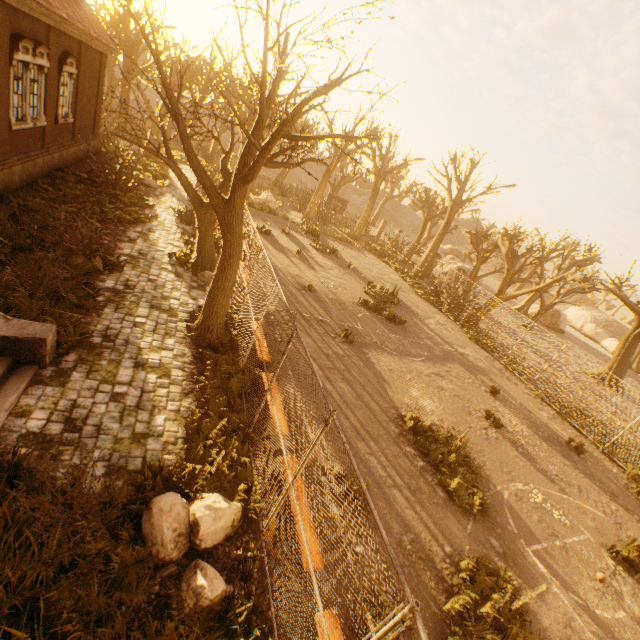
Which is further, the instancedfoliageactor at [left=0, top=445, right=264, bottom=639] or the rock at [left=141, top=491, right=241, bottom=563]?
the rock at [left=141, top=491, right=241, bottom=563]

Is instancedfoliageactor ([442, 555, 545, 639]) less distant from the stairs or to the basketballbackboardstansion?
the stairs

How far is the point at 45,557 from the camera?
4.0m

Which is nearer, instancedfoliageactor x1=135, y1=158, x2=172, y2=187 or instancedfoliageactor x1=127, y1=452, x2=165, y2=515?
instancedfoliageactor x1=127, y1=452, x2=165, y2=515

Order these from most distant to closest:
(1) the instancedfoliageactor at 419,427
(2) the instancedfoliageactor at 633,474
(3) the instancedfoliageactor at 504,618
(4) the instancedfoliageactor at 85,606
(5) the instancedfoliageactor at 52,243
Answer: (2) the instancedfoliageactor at 633,474 < (1) the instancedfoliageactor at 419,427 < (5) the instancedfoliageactor at 52,243 < (3) the instancedfoliageactor at 504,618 < (4) the instancedfoliageactor at 85,606

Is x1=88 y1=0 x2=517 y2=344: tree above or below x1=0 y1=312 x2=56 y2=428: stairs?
above

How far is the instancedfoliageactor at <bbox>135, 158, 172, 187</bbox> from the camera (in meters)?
20.48

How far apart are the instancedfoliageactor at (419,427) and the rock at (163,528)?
5.3m
